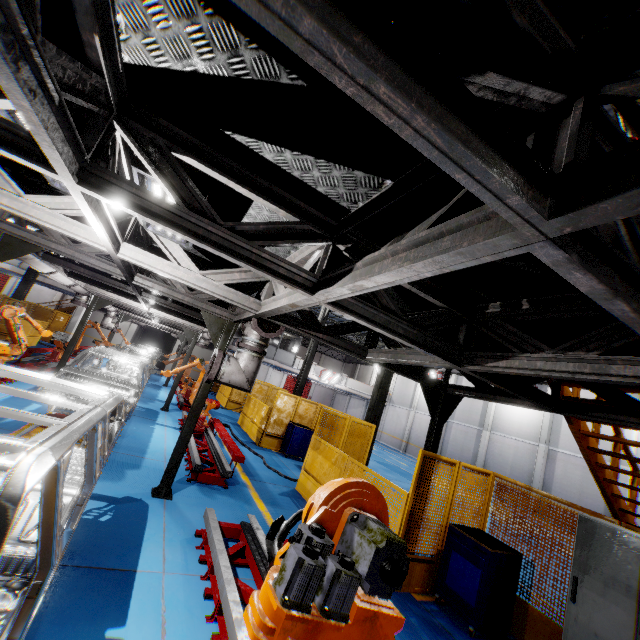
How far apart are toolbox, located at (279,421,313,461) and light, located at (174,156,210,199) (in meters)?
9.44

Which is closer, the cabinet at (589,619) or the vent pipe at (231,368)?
the cabinet at (589,619)

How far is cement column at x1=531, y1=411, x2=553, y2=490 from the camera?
19.67m

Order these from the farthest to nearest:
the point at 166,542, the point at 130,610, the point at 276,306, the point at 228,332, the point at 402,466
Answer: the point at 402,466, the point at 228,332, the point at 166,542, the point at 276,306, the point at 130,610

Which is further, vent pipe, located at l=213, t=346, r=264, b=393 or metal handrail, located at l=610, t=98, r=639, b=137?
vent pipe, located at l=213, t=346, r=264, b=393

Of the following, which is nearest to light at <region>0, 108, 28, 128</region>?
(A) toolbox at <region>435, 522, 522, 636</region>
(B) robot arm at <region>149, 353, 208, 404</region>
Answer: (A) toolbox at <region>435, 522, 522, 636</region>

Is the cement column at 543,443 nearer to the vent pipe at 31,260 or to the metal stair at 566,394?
the metal stair at 566,394

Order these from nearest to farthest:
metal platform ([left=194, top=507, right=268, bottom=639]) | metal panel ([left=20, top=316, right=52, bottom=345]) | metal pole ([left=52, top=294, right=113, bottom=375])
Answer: metal platform ([left=194, top=507, right=268, bottom=639]) → metal pole ([left=52, top=294, right=113, bottom=375]) → metal panel ([left=20, top=316, right=52, bottom=345])
